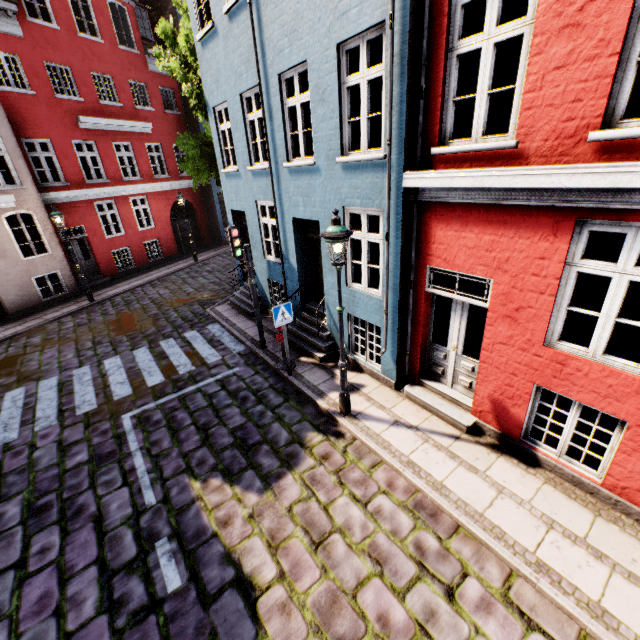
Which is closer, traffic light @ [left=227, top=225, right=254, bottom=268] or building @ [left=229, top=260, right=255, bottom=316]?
traffic light @ [left=227, top=225, right=254, bottom=268]

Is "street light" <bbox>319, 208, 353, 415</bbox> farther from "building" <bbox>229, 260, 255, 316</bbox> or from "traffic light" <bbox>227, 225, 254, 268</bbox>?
"traffic light" <bbox>227, 225, 254, 268</bbox>

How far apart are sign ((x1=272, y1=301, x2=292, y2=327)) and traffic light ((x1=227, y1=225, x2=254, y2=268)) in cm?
169

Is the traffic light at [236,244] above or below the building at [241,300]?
above

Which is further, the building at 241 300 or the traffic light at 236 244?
the building at 241 300

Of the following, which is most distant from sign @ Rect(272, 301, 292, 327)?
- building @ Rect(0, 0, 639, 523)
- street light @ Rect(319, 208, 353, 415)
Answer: street light @ Rect(319, 208, 353, 415)

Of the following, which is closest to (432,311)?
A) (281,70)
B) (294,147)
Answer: Result: (294,147)

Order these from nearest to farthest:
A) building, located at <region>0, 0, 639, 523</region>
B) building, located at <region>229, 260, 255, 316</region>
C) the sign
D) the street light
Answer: building, located at <region>0, 0, 639, 523</region>
the street light
the sign
building, located at <region>229, 260, 255, 316</region>
